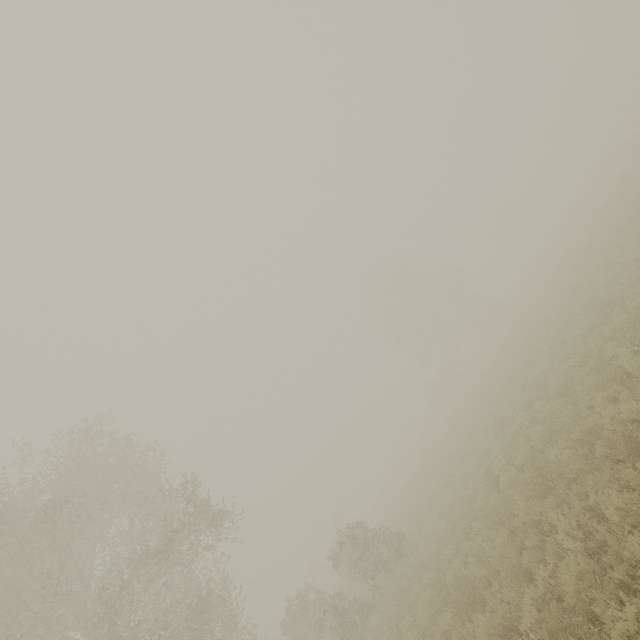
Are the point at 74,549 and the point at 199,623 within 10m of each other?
yes
